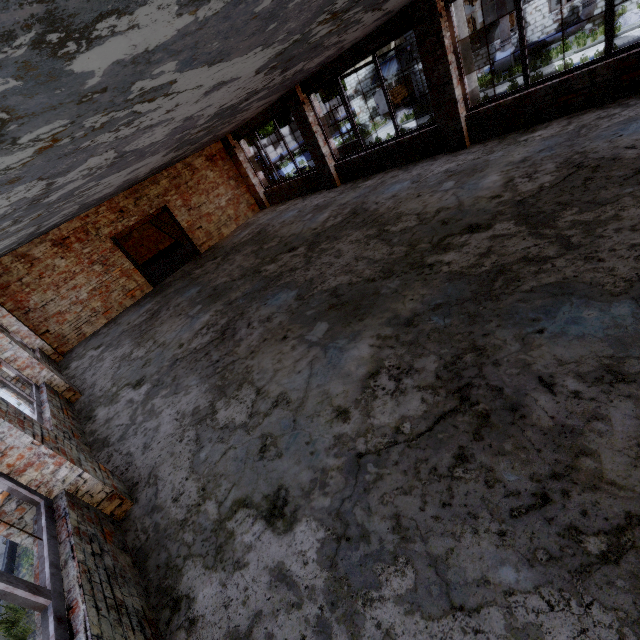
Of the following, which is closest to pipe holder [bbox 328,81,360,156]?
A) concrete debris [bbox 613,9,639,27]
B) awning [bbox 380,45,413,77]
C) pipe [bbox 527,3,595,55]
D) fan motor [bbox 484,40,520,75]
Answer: awning [bbox 380,45,413,77]

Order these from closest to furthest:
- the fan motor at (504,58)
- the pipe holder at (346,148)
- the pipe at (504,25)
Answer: the pipe at (504,25)
the fan motor at (504,58)
the pipe holder at (346,148)

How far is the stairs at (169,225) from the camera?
17.7m

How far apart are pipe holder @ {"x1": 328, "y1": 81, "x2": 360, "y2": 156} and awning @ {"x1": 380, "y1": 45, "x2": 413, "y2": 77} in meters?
6.6 m

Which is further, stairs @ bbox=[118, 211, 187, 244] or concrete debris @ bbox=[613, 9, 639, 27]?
stairs @ bbox=[118, 211, 187, 244]

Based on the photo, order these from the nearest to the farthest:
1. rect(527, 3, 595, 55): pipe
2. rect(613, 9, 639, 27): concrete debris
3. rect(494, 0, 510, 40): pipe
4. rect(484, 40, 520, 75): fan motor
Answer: rect(613, 9, 639, 27): concrete debris, rect(527, 3, 595, 55): pipe, rect(494, 0, 510, 40): pipe, rect(484, 40, 520, 75): fan motor

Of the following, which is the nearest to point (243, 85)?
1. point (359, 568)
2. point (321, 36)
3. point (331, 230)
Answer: point (321, 36)

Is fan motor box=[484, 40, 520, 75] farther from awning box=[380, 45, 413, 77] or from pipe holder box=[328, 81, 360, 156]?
pipe holder box=[328, 81, 360, 156]
